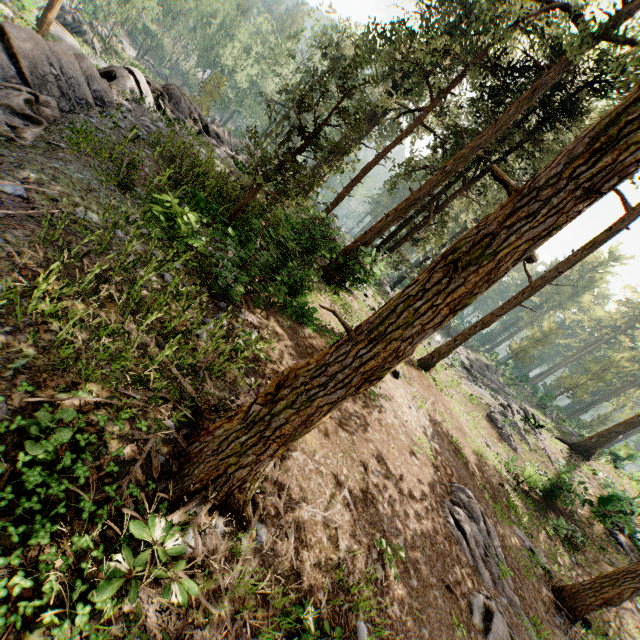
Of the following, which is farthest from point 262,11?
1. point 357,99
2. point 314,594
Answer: point 314,594

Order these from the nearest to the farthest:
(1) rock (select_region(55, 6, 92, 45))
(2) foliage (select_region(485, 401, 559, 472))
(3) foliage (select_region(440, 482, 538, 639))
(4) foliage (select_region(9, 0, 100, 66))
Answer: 1. (3) foliage (select_region(440, 482, 538, 639))
2. (4) foliage (select_region(9, 0, 100, 66))
3. (2) foliage (select_region(485, 401, 559, 472))
4. (1) rock (select_region(55, 6, 92, 45))

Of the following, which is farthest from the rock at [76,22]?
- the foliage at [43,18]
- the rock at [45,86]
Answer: the rock at [45,86]

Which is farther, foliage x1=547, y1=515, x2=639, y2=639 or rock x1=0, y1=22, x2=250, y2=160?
foliage x1=547, y1=515, x2=639, y2=639

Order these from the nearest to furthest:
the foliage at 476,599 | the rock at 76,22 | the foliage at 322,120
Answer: the foliage at 322,120, the foliage at 476,599, the rock at 76,22

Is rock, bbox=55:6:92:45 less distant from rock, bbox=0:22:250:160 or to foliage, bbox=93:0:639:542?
foliage, bbox=93:0:639:542

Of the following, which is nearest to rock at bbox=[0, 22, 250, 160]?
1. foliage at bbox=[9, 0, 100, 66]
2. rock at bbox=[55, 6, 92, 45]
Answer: foliage at bbox=[9, 0, 100, 66]
